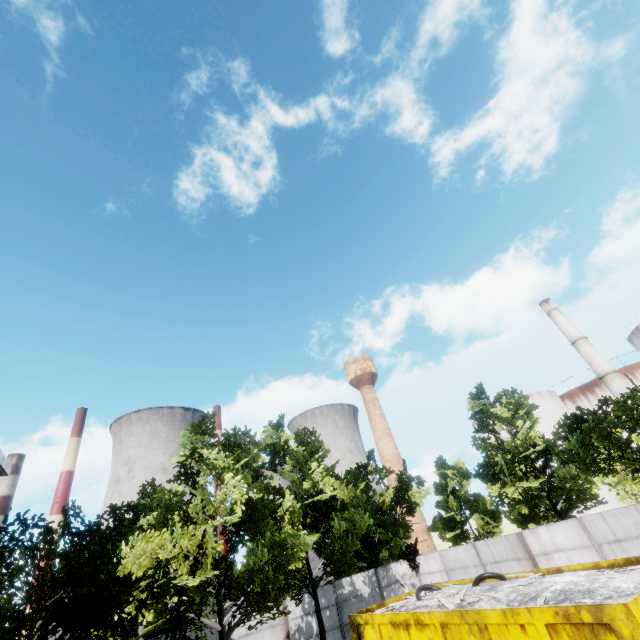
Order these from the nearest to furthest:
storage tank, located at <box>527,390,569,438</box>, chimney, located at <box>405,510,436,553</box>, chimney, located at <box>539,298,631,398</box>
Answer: chimney, located at <box>539,298,631,398</box> → storage tank, located at <box>527,390,569,438</box> → chimney, located at <box>405,510,436,553</box>

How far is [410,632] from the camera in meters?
10.8

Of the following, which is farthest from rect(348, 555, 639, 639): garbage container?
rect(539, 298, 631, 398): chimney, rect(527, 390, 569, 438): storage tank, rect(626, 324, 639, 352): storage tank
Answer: rect(527, 390, 569, 438): storage tank

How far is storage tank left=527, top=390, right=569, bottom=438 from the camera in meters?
43.4

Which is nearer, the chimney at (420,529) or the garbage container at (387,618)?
the garbage container at (387,618)

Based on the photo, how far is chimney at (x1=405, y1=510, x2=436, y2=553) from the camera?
55.8 meters

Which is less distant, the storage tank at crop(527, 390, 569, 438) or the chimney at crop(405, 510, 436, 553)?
the storage tank at crop(527, 390, 569, 438)

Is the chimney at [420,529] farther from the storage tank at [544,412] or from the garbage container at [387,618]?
the garbage container at [387,618]
